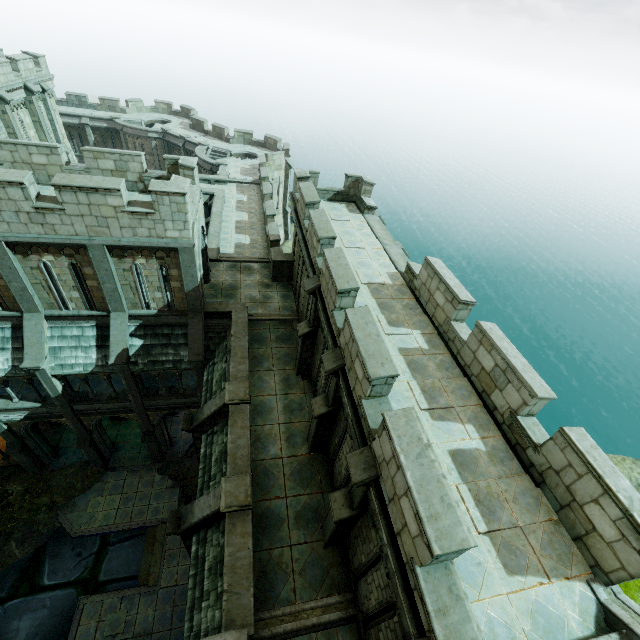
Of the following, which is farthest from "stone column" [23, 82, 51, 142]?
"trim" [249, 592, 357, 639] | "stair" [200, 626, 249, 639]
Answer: "trim" [249, 592, 357, 639]

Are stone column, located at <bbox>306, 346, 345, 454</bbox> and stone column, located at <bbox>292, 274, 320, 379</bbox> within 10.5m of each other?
yes

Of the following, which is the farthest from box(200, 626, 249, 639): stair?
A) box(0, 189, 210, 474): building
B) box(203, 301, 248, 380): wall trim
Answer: box(203, 301, 248, 380): wall trim

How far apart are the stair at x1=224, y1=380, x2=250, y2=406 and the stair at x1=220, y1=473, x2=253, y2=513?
2.55m

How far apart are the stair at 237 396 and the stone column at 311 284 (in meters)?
2.14

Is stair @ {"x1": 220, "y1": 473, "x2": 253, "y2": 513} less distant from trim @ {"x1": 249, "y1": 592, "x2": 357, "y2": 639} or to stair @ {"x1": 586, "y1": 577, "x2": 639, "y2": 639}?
trim @ {"x1": 249, "y1": 592, "x2": 357, "y2": 639}

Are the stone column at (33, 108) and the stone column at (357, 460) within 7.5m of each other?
no

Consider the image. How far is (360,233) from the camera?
14.6 meters
